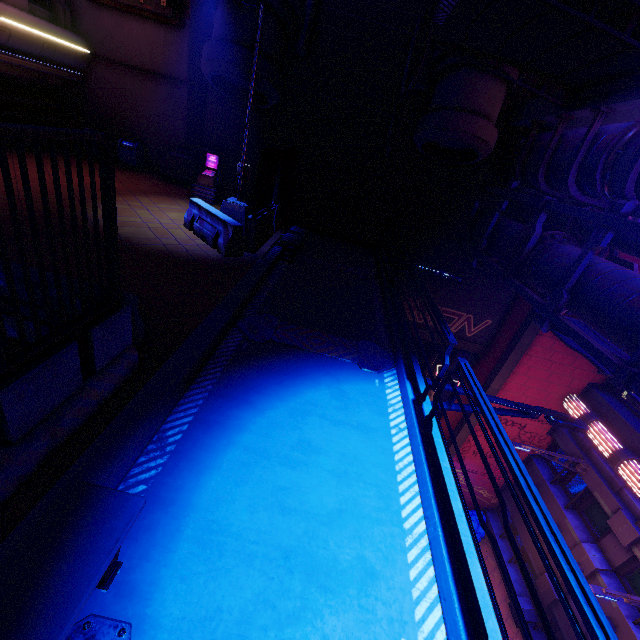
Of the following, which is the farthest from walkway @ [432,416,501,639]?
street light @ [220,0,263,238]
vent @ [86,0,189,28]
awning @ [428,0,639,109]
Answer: vent @ [86,0,189,28]

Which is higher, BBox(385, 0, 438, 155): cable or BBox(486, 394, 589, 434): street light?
BBox(385, 0, 438, 155): cable

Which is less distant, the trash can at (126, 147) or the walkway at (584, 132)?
the walkway at (584, 132)

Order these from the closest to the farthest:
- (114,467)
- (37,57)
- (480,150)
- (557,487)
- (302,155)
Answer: (114,467) < (480,150) < (37,57) < (302,155) < (557,487)

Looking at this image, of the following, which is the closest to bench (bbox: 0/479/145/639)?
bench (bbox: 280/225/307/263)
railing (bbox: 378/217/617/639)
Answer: railing (bbox: 378/217/617/639)

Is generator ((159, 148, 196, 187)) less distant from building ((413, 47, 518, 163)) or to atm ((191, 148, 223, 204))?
atm ((191, 148, 223, 204))

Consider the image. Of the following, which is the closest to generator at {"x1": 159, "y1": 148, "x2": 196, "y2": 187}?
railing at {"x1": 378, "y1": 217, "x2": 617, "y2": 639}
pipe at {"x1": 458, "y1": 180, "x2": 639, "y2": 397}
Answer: pipe at {"x1": 458, "y1": 180, "x2": 639, "y2": 397}

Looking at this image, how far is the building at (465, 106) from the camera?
9.6m
